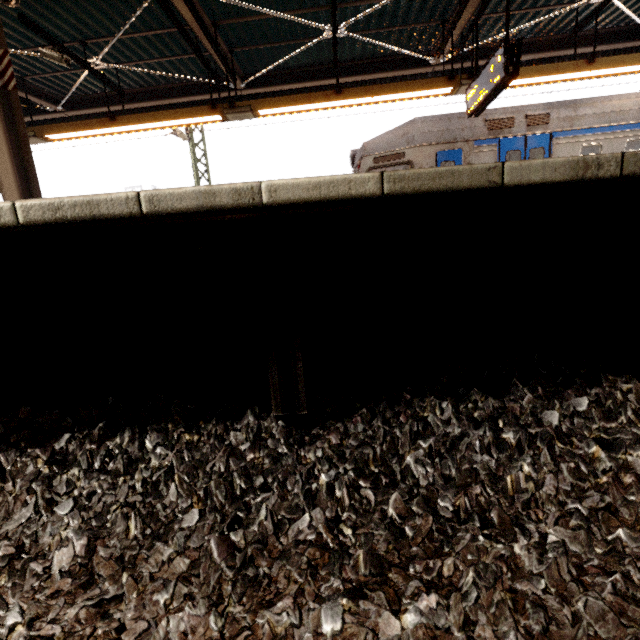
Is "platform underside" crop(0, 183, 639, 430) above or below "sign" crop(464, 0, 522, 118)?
below

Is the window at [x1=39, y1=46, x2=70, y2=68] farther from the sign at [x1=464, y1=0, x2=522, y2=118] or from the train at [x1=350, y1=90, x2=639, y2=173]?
the sign at [x1=464, y1=0, x2=522, y2=118]

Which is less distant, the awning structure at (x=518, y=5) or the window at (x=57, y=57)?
the window at (x=57, y=57)

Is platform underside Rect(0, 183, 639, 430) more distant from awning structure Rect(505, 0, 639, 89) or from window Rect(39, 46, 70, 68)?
window Rect(39, 46, 70, 68)

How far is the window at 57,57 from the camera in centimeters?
563cm

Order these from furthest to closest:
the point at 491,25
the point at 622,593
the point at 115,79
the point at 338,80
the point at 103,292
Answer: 1. the point at 115,79
2. the point at 491,25
3. the point at 338,80
4. the point at 103,292
5. the point at 622,593

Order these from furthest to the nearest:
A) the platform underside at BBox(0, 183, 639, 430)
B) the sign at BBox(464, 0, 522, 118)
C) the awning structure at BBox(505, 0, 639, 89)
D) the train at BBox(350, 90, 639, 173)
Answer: the train at BBox(350, 90, 639, 173) < the awning structure at BBox(505, 0, 639, 89) < the sign at BBox(464, 0, 522, 118) < the platform underside at BBox(0, 183, 639, 430)

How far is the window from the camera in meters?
5.6
